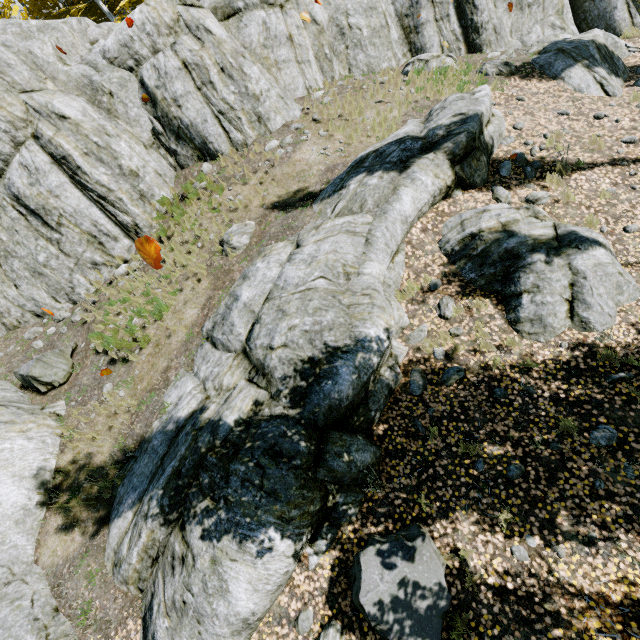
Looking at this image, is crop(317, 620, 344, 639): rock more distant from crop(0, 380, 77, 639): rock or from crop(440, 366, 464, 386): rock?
crop(440, 366, 464, 386): rock

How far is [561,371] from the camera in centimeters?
568cm

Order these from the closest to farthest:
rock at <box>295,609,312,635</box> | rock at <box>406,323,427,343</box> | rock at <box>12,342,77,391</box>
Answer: rock at <box>295,609,312,635</box> < rock at <box>406,323,427,343</box> < rock at <box>12,342,77,391</box>

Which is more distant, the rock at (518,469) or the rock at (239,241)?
the rock at (239,241)

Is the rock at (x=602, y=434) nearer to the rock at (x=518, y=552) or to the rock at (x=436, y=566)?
the rock at (x=518, y=552)

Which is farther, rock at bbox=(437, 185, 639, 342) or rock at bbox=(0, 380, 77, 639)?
rock at bbox=(437, 185, 639, 342)

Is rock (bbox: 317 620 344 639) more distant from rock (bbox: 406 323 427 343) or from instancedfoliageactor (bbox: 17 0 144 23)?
instancedfoliageactor (bbox: 17 0 144 23)

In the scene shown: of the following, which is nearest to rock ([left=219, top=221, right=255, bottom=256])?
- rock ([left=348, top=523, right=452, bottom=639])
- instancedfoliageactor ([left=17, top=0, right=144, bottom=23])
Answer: instancedfoliageactor ([left=17, top=0, right=144, bottom=23])
